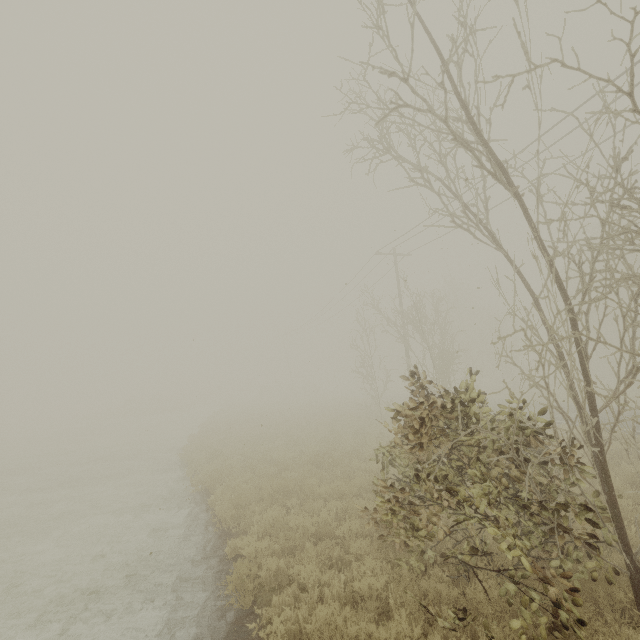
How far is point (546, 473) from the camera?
5.6 meters
